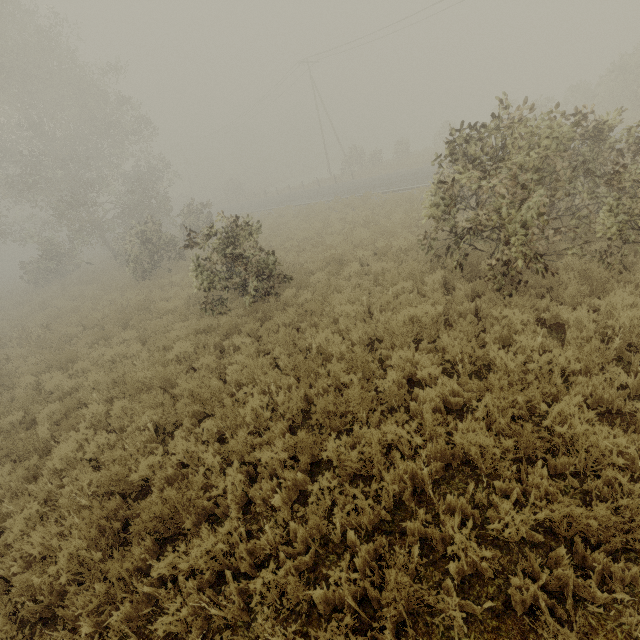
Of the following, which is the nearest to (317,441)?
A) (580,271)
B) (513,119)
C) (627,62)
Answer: (580,271)
